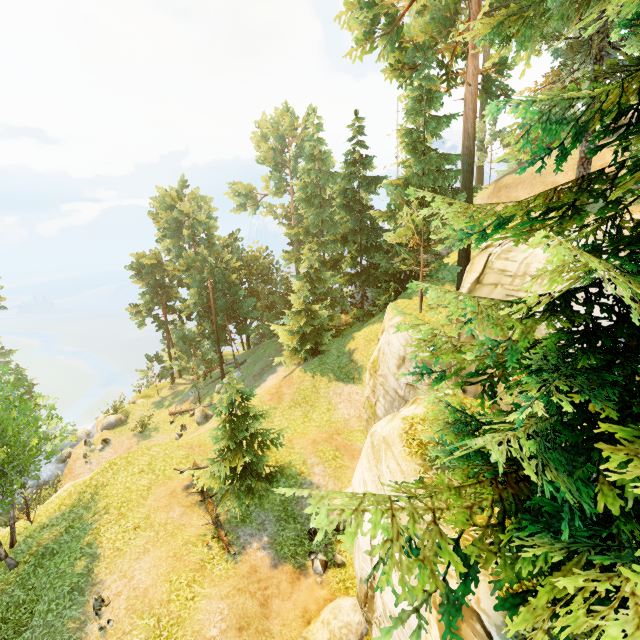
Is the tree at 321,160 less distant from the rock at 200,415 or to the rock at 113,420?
the rock at 200,415

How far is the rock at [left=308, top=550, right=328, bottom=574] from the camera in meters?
13.0 m

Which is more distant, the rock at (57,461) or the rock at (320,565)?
the rock at (57,461)

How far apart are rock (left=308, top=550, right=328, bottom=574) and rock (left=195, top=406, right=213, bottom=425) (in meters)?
16.57

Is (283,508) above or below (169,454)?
below

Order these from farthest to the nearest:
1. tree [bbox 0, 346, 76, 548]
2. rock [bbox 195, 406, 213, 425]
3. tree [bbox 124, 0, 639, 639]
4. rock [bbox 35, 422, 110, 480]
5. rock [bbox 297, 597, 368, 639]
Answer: rock [bbox 35, 422, 110, 480] < rock [bbox 195, 406, 213, 425] < tree [bbox 0, 346, 76, 548] < rock [bbox 297, 597, 368, 639] < tree [bbox 124, 0, 639, 639]

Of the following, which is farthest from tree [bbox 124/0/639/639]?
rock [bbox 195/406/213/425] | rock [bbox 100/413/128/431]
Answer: rock [bbox 100/413/128/431]

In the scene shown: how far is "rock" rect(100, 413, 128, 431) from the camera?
31.92m
